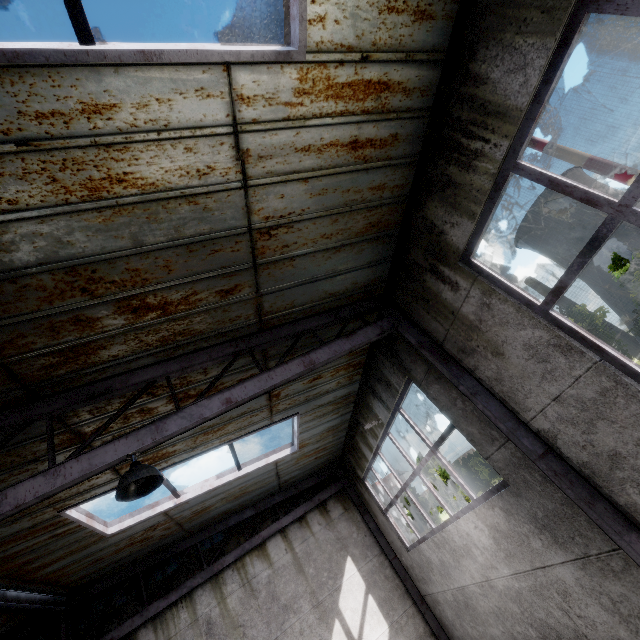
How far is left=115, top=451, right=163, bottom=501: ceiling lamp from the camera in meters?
3.1

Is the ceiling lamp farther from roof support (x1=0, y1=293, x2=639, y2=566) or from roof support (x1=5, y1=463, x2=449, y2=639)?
roof support (x1=5, y1=463, x2=449, y2=639)

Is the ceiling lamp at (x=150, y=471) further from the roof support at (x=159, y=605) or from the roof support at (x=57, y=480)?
the roof support at (x=159, y=605)

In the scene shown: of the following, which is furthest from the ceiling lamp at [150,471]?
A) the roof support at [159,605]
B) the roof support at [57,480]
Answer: the roof support at [159,605]

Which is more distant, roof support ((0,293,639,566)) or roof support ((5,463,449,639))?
roof support ((5,463,449,639))

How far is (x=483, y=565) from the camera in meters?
5.7

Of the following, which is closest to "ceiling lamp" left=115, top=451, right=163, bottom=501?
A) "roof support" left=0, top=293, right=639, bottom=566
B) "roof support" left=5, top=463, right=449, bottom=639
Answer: "roof support" left=0, top=293, right=639, bottom=566
